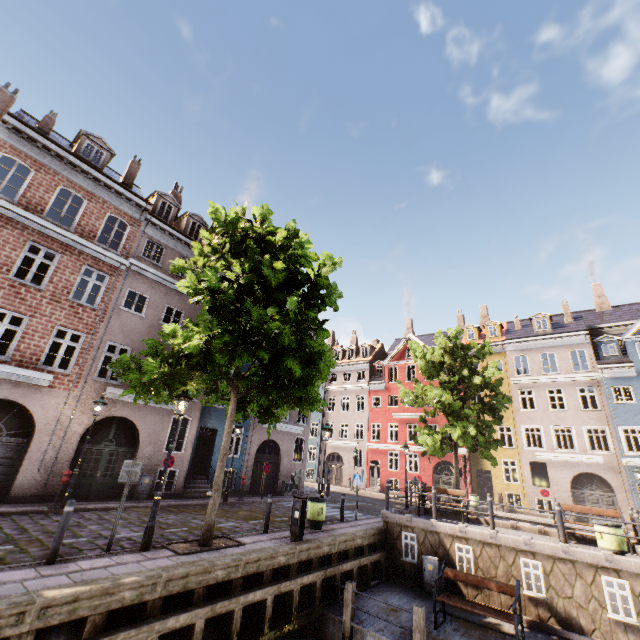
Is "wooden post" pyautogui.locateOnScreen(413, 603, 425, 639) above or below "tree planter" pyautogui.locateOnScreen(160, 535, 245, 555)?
Answer: below

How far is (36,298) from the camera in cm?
1290

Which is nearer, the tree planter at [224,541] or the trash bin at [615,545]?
the tree planter at [224,541]

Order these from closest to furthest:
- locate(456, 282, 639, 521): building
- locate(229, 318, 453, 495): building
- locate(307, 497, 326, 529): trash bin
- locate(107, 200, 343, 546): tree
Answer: locate(107, 200, 343, 546): tree → locate(307, 497, 326, 529): trash bin → locate(229, 318, 453, 495): building → locate(456, 282, 639, 521): building

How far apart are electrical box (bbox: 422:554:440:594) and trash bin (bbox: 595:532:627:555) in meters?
4.9 m

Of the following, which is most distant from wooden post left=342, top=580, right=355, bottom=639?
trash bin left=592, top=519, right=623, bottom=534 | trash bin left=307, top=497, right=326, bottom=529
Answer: trash bin left=592, top=519, right=623, bottom=534

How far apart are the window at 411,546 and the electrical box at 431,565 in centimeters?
37cm

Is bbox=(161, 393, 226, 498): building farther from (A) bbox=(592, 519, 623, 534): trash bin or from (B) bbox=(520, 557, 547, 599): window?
(A) bbox=(592, 519, 623, 534): trash bin
